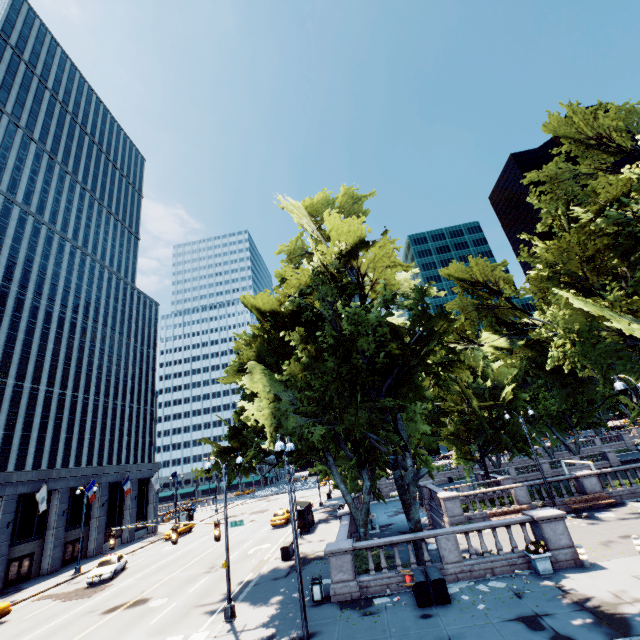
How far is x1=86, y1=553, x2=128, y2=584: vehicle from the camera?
25.89m

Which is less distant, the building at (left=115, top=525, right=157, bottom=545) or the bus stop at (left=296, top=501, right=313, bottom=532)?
the bus stop at (left=296, top=501, right=313, bottom=532)

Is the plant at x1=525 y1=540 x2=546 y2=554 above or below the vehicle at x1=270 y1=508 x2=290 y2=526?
above

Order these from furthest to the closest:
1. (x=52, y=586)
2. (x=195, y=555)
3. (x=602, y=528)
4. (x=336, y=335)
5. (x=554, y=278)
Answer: (x=195, y=555) → (x=52, y=586) → (x=554, y=278) → (x=602, y=528) → (x=336, y=335)

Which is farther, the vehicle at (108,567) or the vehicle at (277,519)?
the vehicle at (277,519)

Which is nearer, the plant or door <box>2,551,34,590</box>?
the plant

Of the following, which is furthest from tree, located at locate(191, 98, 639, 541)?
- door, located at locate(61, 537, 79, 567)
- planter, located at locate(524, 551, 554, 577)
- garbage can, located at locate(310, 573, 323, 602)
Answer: door, located at locate(61, 537, 79, 567)

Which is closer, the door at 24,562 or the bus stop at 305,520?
the door at 24,562
